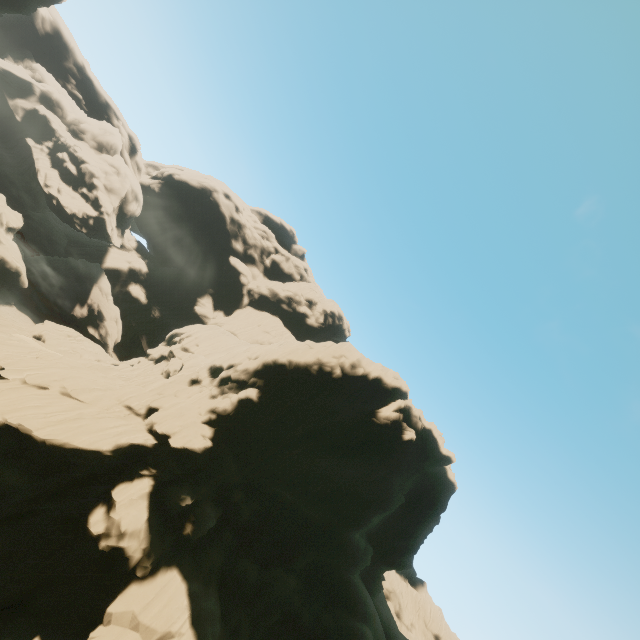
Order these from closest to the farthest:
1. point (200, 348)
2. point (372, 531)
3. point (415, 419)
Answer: point (415, 419) → point (372, 531) → point (200, 348)

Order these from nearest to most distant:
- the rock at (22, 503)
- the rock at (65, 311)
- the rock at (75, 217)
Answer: the rock at (22, 503) → the rock at (65, 311) → the rock at (75, 217)

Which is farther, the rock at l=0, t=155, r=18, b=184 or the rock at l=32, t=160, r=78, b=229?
the rock at l=0, t=155, r=18, b=184

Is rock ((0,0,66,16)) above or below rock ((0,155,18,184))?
above

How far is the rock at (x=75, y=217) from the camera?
57.72m

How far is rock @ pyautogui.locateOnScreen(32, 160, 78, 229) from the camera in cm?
5772
